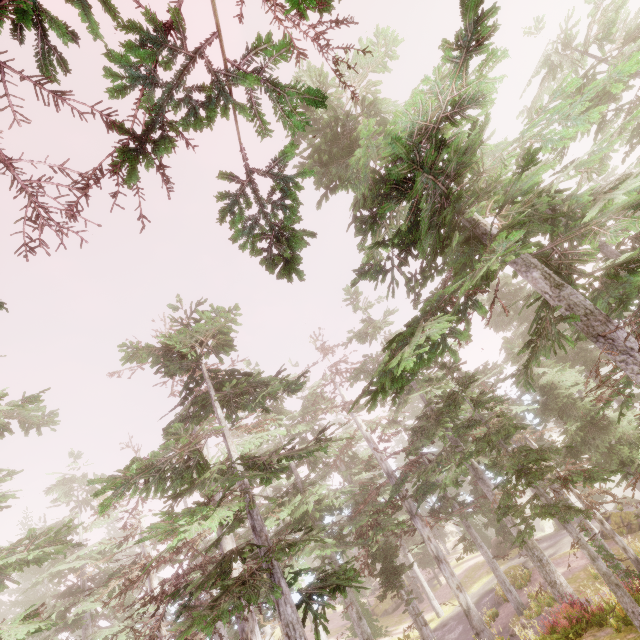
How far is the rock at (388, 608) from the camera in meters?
36.9

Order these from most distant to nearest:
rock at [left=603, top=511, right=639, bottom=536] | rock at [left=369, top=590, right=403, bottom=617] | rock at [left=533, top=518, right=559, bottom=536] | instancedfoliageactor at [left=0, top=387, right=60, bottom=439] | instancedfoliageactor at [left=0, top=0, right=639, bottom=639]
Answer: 1. rock at [left=369, top=590, right=403, bottom=617]
2. rock at [left=533, top=518, right=559, bottom=536]
3. rock at [left=603, top=511, right=639, bottom=536]
4. instancedfoliageactor at [left=0, top=387, right=60, bottom=439]
5. instancedfoliageactor at [left=0, top=0, right=639, bottom=639]

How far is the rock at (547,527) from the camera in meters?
33.2

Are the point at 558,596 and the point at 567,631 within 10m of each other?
yes

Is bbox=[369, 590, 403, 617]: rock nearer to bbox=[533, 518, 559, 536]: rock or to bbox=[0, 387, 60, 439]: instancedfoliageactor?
bbox=[0, 387, 60, 439]: instancedfoliageactor

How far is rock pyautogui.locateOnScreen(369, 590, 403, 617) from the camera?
36.9m

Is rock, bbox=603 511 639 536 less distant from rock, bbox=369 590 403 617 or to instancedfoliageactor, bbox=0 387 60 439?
instancedfoliageactor, bbox=0 387 60 439
